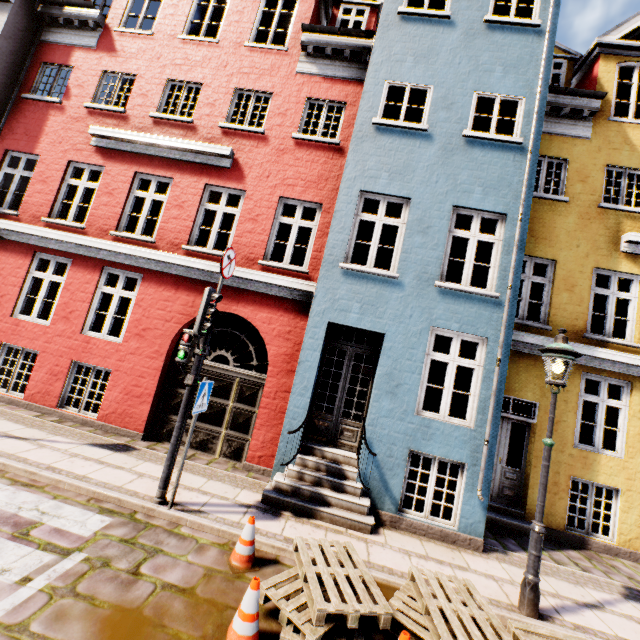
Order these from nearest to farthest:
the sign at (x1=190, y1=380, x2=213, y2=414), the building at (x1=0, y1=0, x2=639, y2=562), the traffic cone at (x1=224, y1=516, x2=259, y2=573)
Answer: the traffic cone at (x1=224, y1=516, x2=259, y2=573), the sign at (x1=190, y1=380, x2=213, y2=414), the building at (x1=0, y1=0, x2=639, y2=562)

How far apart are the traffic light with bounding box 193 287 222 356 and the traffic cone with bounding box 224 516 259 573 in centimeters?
240cm

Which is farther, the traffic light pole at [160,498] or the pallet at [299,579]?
the traffic light pole at [160,498]

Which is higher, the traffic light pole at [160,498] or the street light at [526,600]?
the street light at [526,600]

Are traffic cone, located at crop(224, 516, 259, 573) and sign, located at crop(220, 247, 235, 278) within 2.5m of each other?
no

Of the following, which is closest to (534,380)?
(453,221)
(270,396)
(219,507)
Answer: (453,221)

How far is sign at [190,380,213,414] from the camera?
4.75m

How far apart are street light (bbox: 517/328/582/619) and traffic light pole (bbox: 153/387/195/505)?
5.2m
